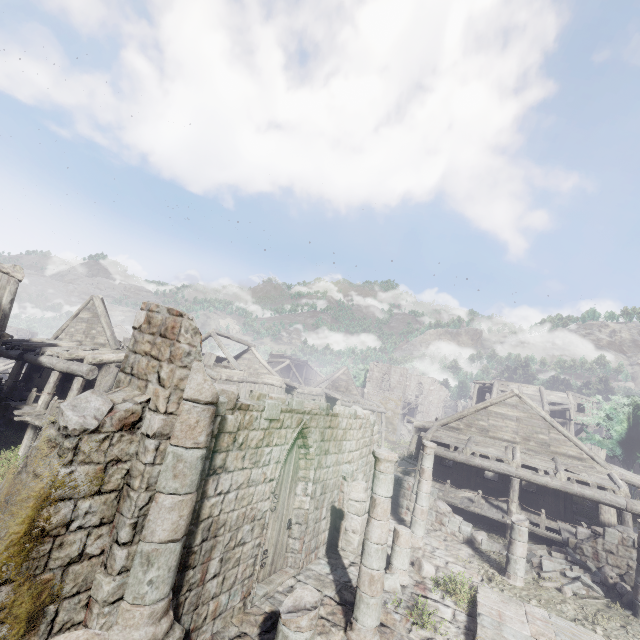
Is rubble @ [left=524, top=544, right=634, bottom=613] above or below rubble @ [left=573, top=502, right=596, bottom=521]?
below

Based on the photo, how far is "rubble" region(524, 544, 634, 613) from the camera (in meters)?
10.78

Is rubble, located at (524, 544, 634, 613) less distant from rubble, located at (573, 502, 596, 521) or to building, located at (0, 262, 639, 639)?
building, located at (0, 262, 639, 639)

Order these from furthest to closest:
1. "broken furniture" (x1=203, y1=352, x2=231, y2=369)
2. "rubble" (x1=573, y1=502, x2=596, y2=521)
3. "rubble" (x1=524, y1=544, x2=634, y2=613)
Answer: "broken furniture" (x1=203, y1=352, x2=231, y2=369) → "rubble" (x1=573, y1=502, x2=596, y2=521) → "rubble" (x1=524, y1=544, x2=634, y2=613)

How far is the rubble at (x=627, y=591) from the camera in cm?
1078

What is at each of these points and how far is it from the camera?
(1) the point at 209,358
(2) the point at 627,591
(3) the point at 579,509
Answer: (1) broken furniture, 21.95m
(2) rubble, 10.65m
(3) rubble, 19.30m

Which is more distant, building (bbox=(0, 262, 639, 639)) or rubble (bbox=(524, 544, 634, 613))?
rubble (bbox=(524, 544, 634, 613))

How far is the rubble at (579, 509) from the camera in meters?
18.0
